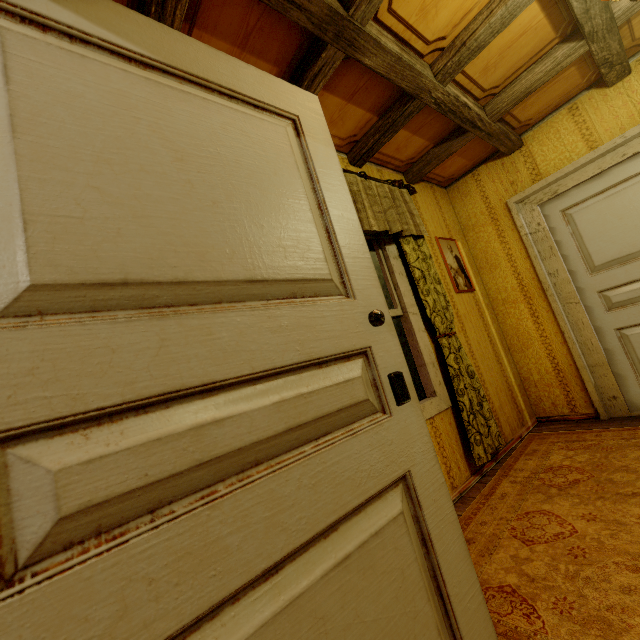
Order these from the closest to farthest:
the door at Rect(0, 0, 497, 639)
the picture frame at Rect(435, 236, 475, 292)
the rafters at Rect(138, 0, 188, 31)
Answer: the door at Rect(0, 0, 497, 639), the rafters at Rect(138, 0, 188, 31), the picture frame at Rect(435, 236, 475, 292)

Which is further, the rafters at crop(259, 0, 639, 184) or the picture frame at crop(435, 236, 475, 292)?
the picture frame at crop(435, 236, 475, 292)

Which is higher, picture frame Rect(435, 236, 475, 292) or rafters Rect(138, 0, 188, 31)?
rafters Rect(138, 0, 188, 31)

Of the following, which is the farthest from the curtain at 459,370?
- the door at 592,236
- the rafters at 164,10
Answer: the door at 592,236

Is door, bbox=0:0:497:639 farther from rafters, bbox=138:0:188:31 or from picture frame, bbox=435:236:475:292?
picture frame, bbox=435:236:475:292

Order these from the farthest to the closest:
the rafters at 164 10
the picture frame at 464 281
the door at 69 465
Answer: the picture frame at 464 281, the rafters at 164 10, the door at 69 465

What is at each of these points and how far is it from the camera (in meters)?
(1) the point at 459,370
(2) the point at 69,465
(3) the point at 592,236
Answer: (1) curtain, 2.61
(2) door, 0.49
(3) door, 3.01

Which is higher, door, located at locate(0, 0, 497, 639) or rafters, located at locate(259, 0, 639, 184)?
rafters, located at locate(259, 0, 639, 184)
